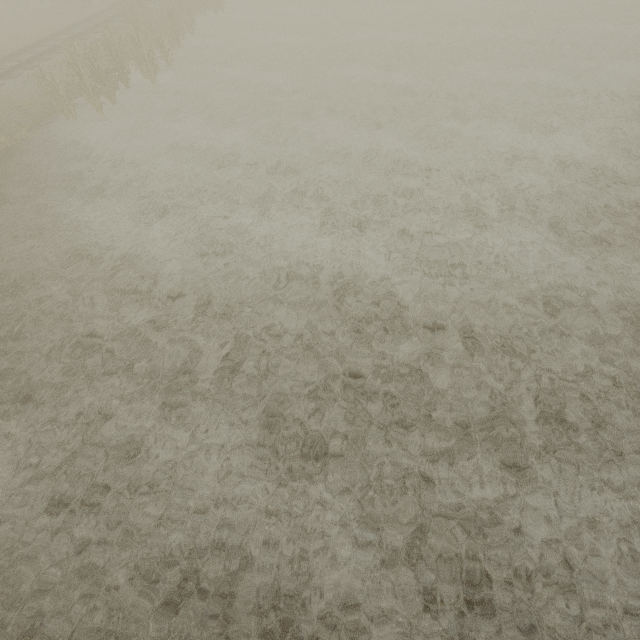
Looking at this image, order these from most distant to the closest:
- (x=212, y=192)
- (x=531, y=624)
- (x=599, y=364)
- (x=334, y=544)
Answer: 1. (x=212, y=192)
2. (x=599, y=364)
3. (x=334, y=544)
4. (x=531, y=624)
